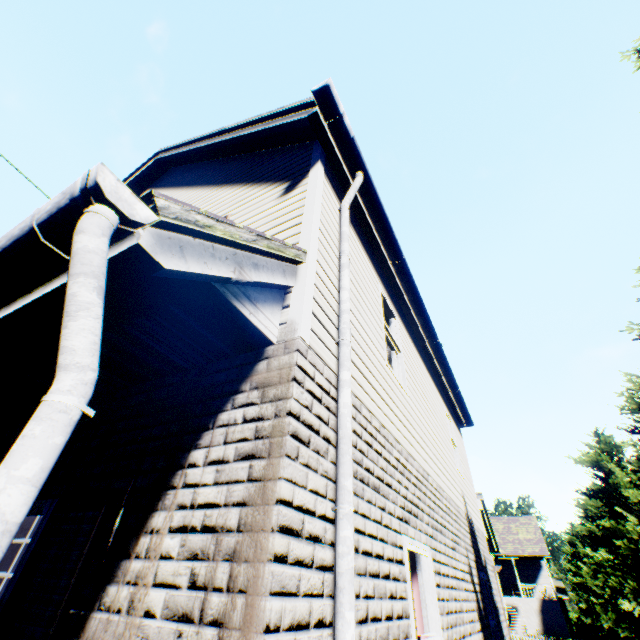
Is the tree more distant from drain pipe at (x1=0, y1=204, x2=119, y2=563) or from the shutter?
the shutter

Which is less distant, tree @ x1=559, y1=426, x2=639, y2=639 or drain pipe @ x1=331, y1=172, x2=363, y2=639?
drain pipe @ x1=331, y1=172, x2=363, y2=639

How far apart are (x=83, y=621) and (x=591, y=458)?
26.01m

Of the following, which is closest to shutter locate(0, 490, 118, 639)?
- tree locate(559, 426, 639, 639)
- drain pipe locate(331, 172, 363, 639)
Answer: drain pipe locate(331, 172, 363, 639)

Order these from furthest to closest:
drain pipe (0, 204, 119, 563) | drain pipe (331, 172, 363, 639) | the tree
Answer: the tree
drain pipe (331, 172, 363, 639)
drain pipe (0, 204, 119, 563)

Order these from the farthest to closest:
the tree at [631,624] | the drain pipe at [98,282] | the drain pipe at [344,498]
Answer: the tree at [631,624]
the drain pipe at [344,498]
the drain pipe at [98,282]

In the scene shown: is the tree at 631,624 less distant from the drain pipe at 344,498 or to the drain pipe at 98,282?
the drain pipe at 344,498

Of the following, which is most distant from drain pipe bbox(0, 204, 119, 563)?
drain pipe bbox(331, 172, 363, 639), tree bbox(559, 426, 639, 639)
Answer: tree bbox(559, 426, 639, 639)
